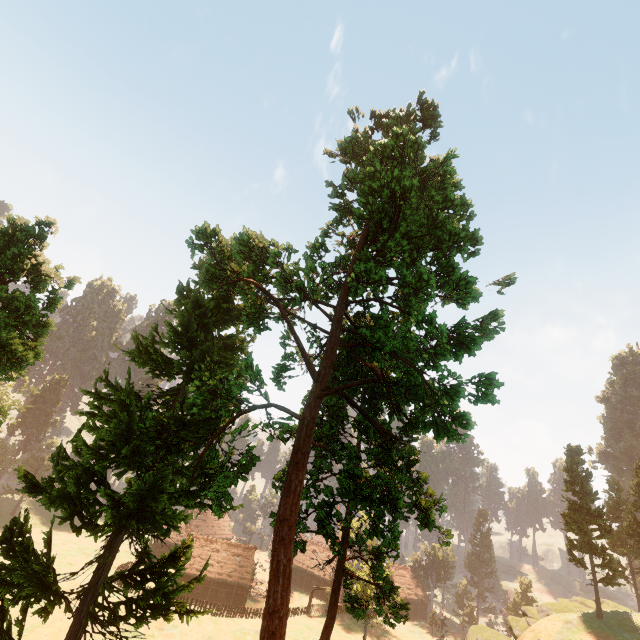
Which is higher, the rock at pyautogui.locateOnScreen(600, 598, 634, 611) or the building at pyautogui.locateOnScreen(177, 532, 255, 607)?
the rock at pyautogui.locateOnScreen(600, 598, 634, 611)

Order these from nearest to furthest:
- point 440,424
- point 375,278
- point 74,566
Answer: Answer: point 440,424, point 375,278, point 74,566

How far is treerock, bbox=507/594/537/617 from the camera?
58.2m

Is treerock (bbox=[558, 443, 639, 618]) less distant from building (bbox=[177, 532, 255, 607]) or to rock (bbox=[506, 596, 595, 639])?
building (bbox=[177, 532, 255, 607])

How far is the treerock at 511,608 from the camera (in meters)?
58.22

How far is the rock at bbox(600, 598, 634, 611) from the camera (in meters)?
38.03

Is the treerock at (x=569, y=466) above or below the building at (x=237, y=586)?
above

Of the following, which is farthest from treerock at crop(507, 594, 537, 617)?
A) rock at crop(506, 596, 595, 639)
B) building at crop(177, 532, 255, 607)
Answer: rock at crop(506, 596, 595, 639)
